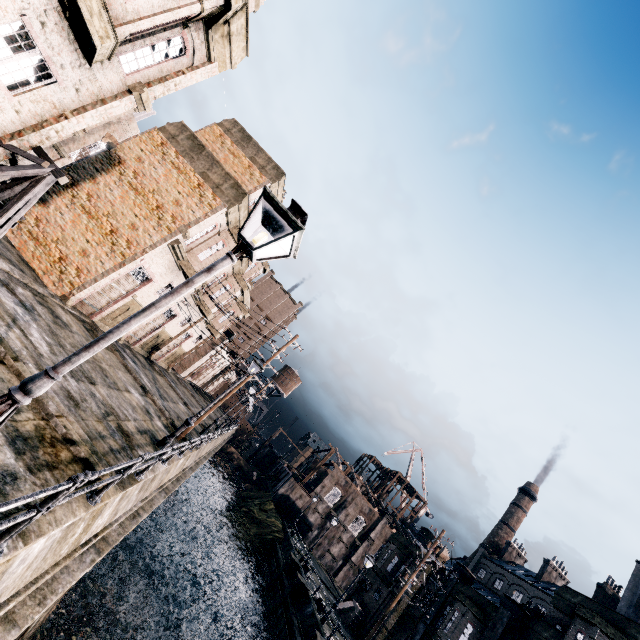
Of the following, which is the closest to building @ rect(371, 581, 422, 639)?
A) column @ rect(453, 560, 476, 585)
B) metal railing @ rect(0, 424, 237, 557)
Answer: column @ rect(453, 560, 476, 585)

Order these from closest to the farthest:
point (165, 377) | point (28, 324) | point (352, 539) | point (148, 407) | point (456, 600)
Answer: point (28, 324) → point (148, 407) → point (456, 600) → point (165, 377) → point (352, 539)

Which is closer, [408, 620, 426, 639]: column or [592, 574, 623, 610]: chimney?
[408, 620, 426, 639]: column

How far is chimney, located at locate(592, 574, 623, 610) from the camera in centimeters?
4881cm

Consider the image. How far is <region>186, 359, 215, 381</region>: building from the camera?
55.0m

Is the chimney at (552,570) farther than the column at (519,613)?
Yes

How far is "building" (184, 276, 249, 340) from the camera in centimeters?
2789cm

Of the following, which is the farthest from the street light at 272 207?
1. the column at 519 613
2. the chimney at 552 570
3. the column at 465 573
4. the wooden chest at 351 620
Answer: the chimney at 552 570
